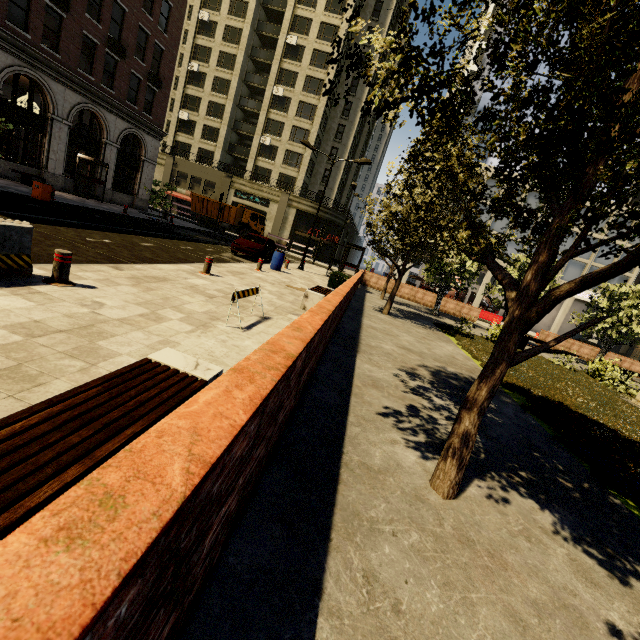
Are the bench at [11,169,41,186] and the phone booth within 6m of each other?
yes

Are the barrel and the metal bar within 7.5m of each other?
no

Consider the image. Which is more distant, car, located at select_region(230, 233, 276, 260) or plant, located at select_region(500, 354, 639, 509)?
car, located at select_region(230, 233, 276, 260)

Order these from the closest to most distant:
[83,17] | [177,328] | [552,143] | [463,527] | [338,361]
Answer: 1. [552,143]
2. [463,527]
3. [177,328]
4. [338,361]
5. [83,17]

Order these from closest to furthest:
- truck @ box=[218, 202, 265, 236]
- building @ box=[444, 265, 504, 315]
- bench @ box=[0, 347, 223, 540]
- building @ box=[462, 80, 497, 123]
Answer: bench @ box=[0, 347, 223, 540] < truck @ box=[218, 202, 265, 236] < building @ box=[462, 80, 497, 123] < building @ box=[444, 265, 504, 315]

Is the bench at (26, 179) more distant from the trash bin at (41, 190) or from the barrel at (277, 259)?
the barrel at (277, 259)

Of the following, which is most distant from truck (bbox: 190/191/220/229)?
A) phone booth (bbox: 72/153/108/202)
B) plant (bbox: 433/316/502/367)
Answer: plant (bbox: 433/316/502/367)

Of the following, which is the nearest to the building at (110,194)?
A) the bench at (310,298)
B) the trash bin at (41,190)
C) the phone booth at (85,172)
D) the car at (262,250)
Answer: the phone booth at (85,172)
